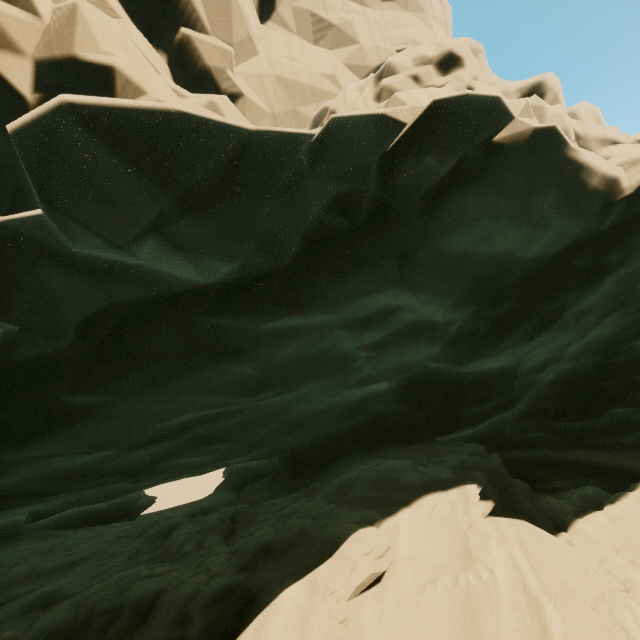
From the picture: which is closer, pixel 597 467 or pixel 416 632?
pixel 416 632
